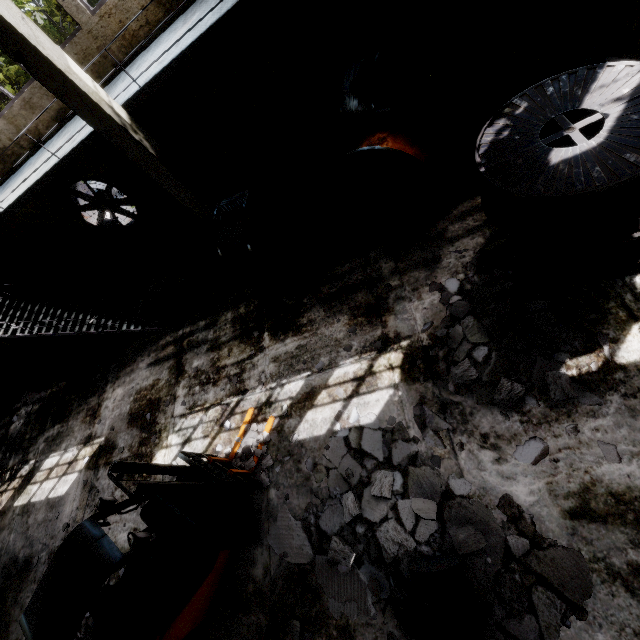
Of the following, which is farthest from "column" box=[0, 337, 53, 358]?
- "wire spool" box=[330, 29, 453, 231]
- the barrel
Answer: the barrel

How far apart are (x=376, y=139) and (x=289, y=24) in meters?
4.4 m

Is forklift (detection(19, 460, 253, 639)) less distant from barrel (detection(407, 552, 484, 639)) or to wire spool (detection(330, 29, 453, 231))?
barrel (detection(407, 552, 484, 639))

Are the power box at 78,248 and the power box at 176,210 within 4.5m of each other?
yes

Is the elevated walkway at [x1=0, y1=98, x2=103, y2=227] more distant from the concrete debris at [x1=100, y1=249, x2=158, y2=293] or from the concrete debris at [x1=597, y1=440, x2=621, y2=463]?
the concrete debris at [x1=597, y1=440, x2=621, y2=463]

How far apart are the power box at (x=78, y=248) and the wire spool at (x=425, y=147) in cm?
1052

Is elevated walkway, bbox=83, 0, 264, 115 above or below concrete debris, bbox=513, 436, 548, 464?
above

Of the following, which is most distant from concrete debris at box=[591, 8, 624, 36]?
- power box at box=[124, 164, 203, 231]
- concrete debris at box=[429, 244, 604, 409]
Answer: power box at box=[124, 164, 203, 231]
